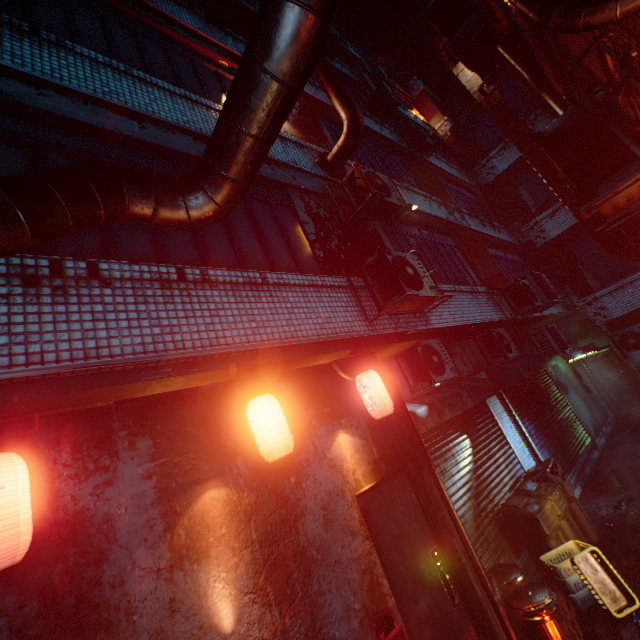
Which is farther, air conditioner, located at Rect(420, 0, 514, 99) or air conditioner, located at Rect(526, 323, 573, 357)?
air conditioner, located at Rect(526, 323, 573, 357)

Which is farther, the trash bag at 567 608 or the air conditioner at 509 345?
the air conditioner at 509 345

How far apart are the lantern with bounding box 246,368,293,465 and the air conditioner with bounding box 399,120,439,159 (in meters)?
9.72

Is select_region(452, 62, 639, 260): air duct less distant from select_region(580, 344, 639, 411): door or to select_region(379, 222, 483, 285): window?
select_region(379, 222, 483, 285): window

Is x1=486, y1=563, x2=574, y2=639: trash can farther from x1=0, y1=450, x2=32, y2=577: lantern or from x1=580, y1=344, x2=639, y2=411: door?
x1=580, y1=344, x2=639, y2=411: door

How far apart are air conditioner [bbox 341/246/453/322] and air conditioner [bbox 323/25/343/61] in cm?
833

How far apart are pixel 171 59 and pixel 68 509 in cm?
578

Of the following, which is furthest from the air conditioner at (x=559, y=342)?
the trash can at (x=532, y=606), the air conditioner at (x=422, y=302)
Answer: the trash can at (x=532, y=606)
